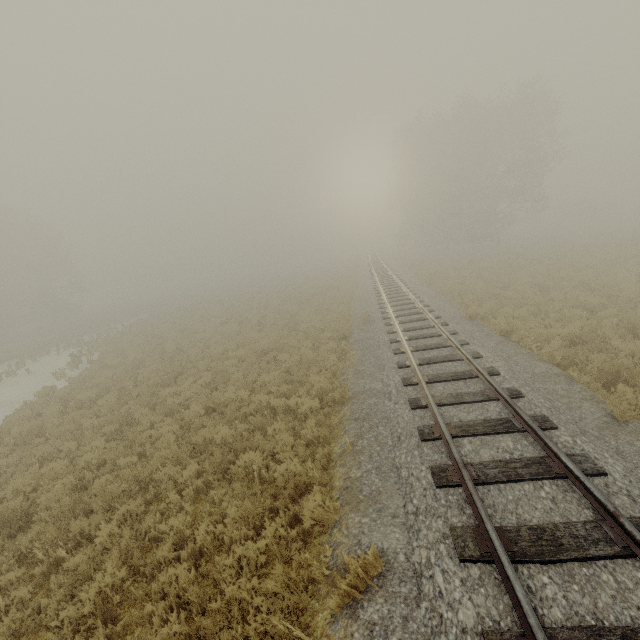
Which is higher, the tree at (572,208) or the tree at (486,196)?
the tree at (486,196)

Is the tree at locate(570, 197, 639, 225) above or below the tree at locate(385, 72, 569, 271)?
below

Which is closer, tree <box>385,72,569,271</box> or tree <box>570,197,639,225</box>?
tree <box>385,72,569,271</box>

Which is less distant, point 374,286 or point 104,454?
point 104,454

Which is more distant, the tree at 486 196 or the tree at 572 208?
the tree at 572 208

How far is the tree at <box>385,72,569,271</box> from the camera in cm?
3356
